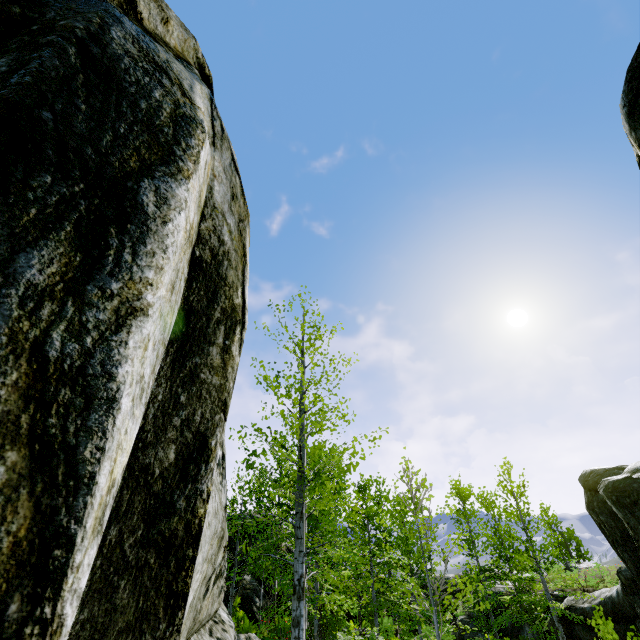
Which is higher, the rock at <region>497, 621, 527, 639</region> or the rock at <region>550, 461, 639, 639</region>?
the rock at <region>550, 461, 639, 639</region>

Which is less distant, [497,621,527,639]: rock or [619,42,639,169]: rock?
[619,42,639,169]: rock

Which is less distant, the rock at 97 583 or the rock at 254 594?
the rock at 97 583

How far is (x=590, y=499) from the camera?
12.47m

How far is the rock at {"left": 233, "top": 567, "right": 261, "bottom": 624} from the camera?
15.6 meters
